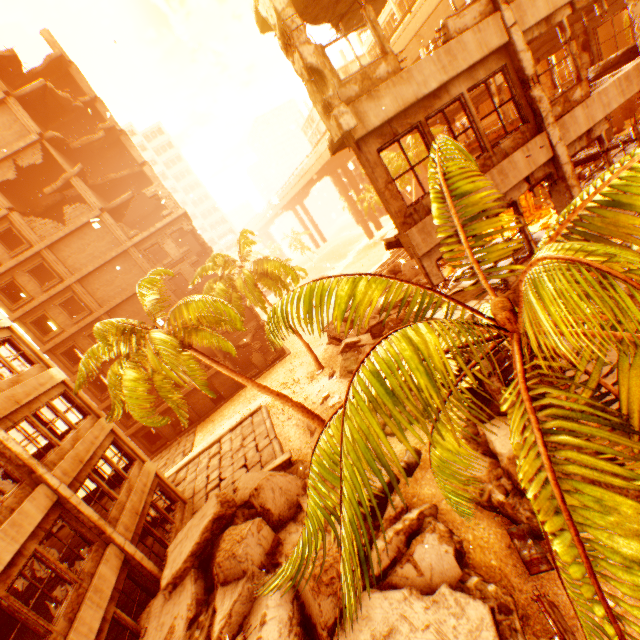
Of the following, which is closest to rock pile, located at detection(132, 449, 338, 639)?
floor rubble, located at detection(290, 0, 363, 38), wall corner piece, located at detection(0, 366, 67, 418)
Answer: wall corner piece, located at detection(0, 366, 67, 418)

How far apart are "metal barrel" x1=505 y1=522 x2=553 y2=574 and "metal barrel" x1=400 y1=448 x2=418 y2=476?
2.23m

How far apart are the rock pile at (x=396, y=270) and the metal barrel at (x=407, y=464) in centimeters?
1618cm

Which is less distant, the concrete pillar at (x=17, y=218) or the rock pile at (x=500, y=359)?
the rock pile at (x=500, y=359)

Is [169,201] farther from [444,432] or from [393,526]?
[444,432]

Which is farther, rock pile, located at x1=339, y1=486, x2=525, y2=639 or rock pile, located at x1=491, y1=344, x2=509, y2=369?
rock pile, located at x1=491, y1=344, x2=509, y2=369

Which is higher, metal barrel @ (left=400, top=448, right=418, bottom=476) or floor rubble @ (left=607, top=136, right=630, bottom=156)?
floor rubble @ (left=607, top=136, right=630, bottom=156)

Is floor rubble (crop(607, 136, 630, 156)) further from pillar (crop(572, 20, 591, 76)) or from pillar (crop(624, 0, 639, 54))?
pillar (crop(572, 20, 591, 76))
